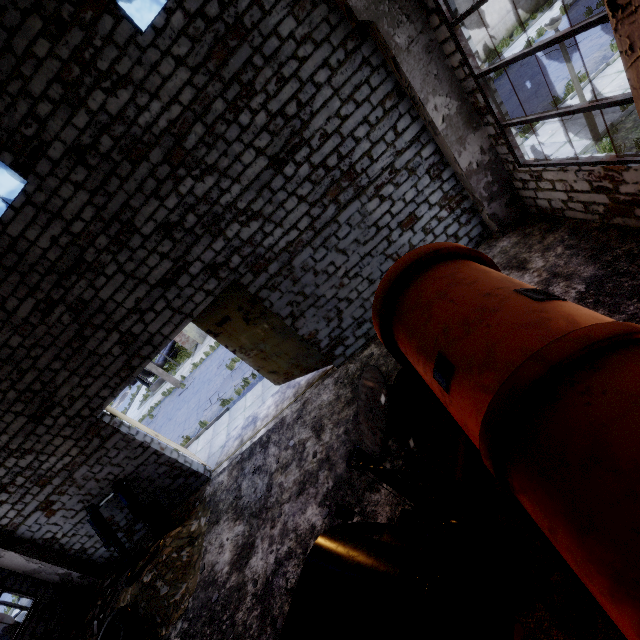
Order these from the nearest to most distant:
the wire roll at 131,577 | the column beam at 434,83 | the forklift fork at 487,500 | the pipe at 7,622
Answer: the forklift fork at 487,500
the column beam at 434,83
the wire roll at 131,577
the pipe at 7,622

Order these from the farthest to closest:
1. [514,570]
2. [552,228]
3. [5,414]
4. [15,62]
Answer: [5,414]
[552,228]
[15,62]
[514,570]

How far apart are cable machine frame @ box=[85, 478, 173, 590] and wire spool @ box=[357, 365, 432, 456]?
7.2m

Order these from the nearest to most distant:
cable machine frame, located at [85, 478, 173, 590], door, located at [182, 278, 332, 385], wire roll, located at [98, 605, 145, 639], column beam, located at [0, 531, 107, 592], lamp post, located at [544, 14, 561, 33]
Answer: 1. lamp post, located at [544, 14, 561, 33]
2. wire roll, located at [98, 605, 145, 639]
3. door, located at [182, 278, 332, 385]
4. cable machine frame, located at [85, 478, 173, 590]
5. column beam, located at [0, 531, 107, 592]

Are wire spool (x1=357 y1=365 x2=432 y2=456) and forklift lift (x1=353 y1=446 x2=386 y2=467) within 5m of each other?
yes

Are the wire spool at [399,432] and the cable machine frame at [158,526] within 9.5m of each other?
yes

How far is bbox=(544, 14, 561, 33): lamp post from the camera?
6.8m

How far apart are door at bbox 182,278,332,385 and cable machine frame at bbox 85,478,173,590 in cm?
483
